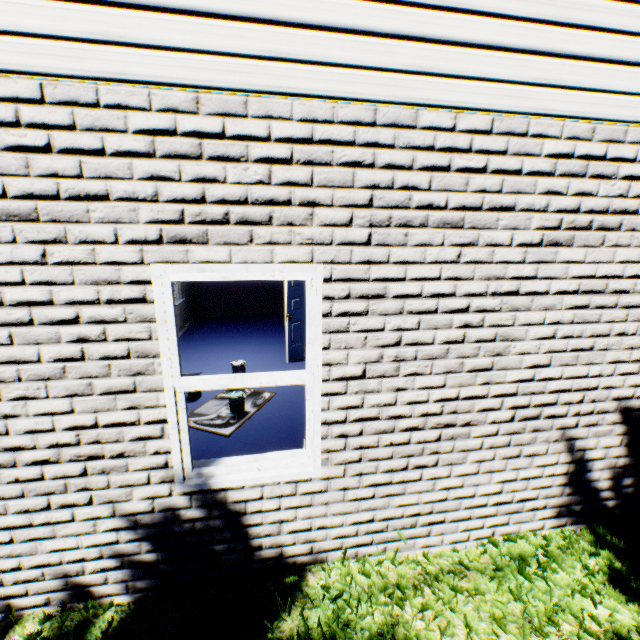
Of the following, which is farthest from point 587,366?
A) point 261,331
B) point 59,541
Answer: point 261,331

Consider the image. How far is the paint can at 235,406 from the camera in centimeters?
513cm

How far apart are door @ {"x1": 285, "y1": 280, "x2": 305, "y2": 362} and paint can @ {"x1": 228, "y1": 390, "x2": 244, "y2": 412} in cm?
214

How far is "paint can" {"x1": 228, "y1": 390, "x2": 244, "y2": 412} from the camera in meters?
5.1 m

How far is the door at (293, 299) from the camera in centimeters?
706cm

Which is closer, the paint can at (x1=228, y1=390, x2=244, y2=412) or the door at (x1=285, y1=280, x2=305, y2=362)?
the paint can at (x1=228, y1=390, x2=244, y2=412)

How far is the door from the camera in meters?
7.1 m
